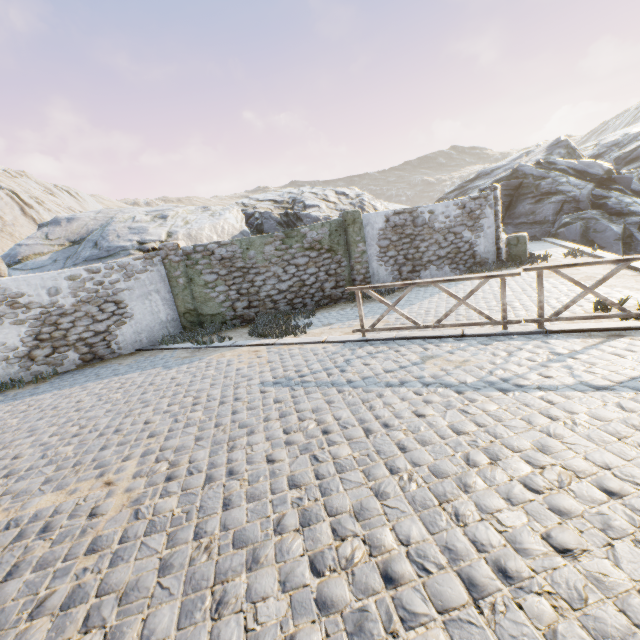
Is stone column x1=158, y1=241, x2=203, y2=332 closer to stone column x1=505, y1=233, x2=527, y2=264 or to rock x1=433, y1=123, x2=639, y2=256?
stone column x1=505, y1=233, x2=527, y2=264

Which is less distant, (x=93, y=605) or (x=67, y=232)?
(x=93, y=605)

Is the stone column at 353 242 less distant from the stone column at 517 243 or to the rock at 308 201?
the rock at 308 201

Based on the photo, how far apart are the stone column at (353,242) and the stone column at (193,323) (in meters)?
5.48

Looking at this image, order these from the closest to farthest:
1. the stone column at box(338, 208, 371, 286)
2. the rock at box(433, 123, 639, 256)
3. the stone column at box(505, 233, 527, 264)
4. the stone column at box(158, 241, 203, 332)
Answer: the stone column at box(158, 241, 203, 332) < the stone column at box(338, 208, 371, 286) < the stone column at box(505, 233, 527, 264) < the rock at box(433, 123, 639, 256)

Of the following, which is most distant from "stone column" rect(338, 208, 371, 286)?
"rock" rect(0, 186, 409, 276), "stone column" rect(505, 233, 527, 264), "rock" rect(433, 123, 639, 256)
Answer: "rock" rect(433, 123, 639, 256)

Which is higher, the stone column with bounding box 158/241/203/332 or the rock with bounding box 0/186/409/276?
the rock with bounding box 0/186/409/276

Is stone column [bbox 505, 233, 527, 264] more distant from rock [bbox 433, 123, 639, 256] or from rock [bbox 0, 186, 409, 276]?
rock [bbox 433, 123, 639, 256]
